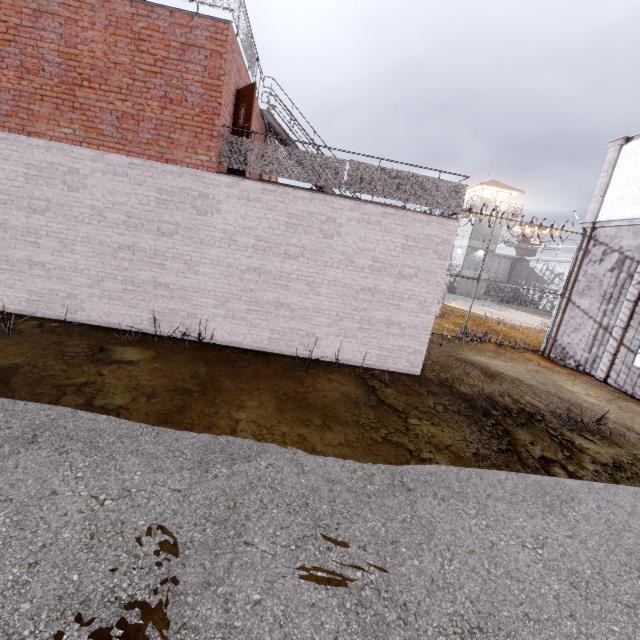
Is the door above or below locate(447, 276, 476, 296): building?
above

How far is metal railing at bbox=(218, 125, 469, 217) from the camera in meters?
7.5

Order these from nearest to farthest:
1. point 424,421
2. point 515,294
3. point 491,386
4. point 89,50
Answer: point 424,421
point 89,50
point 491,386
point 515,294

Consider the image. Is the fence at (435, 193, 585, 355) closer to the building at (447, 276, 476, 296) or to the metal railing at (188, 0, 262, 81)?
the metal railing at (188, 0, 262, 81)

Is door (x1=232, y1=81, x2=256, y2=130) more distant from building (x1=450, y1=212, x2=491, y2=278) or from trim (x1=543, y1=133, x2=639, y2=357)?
building (x1=450, y1=212, x2=491, y2=278)

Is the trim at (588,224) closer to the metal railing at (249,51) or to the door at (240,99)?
the metal railing at (249,51)

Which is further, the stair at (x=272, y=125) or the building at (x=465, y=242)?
the building at (x=465, y=242)

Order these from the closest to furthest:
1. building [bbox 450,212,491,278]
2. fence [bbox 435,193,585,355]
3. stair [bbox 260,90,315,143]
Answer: stair [bbox 260,90,315,143]
fence [bbox 435,193,585,355]
building [bbox 450,212,491,278]
